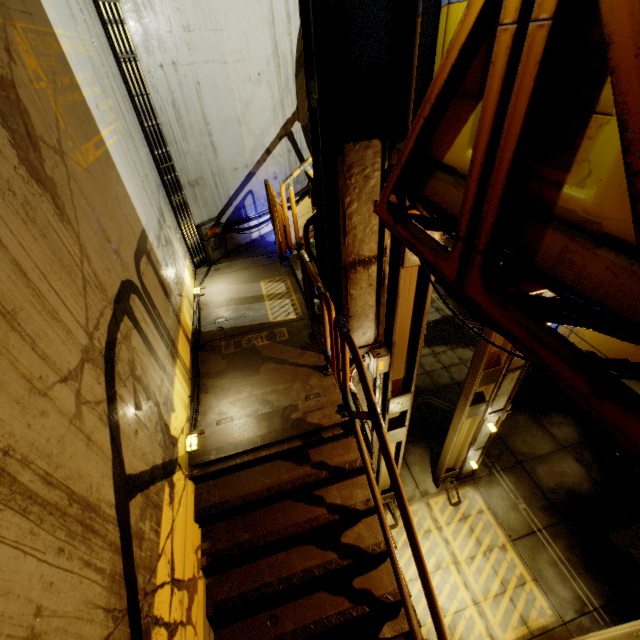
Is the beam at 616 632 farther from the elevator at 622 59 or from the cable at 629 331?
the cable at 629 331

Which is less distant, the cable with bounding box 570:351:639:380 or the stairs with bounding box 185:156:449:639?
the cable with bounding box 570:351:639:380

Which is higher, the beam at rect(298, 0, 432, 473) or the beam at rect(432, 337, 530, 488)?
the beam at rect(298, 0, 432, 473)

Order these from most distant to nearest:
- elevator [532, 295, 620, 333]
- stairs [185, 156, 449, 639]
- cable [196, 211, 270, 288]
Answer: cable [196, 211, 270, 288]
stairs [185, 156, 449, 639]
elevator [532, 295, 620, 333]

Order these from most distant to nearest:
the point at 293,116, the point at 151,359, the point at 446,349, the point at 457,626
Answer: the point at 446,349 < the point at 293,116 < the point at 457,626 < the point at 151,359

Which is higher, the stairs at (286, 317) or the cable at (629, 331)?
the cable at (629, 331)

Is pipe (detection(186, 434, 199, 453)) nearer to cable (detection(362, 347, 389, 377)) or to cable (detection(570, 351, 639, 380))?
cable (detection(362, 347, 389, 377))
